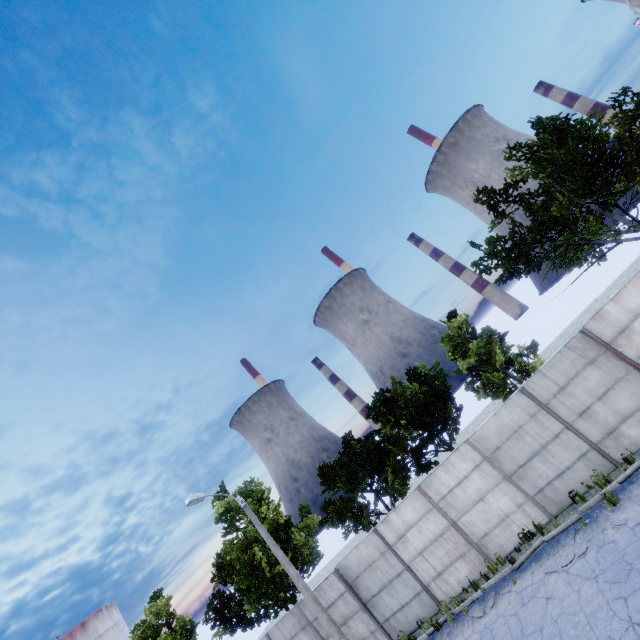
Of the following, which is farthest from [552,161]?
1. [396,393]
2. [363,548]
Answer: [363,548]

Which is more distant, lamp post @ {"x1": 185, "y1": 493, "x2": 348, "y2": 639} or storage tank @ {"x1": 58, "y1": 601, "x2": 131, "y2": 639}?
storage tank @ {"x1": 58, "y1": 601, "x2": 131, "y2": 639}

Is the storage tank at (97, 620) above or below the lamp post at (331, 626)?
above

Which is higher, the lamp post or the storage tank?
the storage tank

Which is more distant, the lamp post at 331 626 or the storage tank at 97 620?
the storage tank at 97 620
